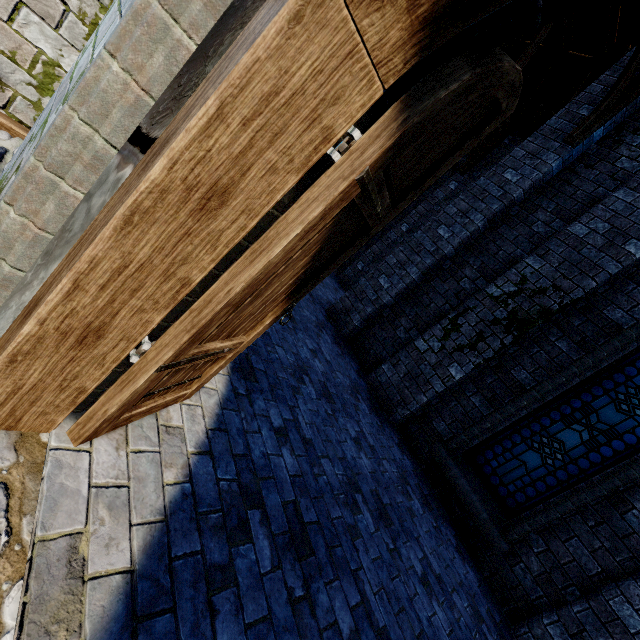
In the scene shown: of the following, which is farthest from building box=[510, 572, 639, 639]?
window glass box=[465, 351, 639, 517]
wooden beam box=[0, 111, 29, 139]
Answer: window glass box=[465, 351, 639, 517]

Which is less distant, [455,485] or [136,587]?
[136,587]

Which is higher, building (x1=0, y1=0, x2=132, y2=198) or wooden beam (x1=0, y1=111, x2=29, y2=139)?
building (x1=0, y1=0, x2=132, y2=198)

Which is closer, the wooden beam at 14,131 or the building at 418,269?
the wooden beam at 14,131

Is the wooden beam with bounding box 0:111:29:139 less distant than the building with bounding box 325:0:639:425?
Yes

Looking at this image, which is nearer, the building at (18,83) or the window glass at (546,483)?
the building at (18,83)
